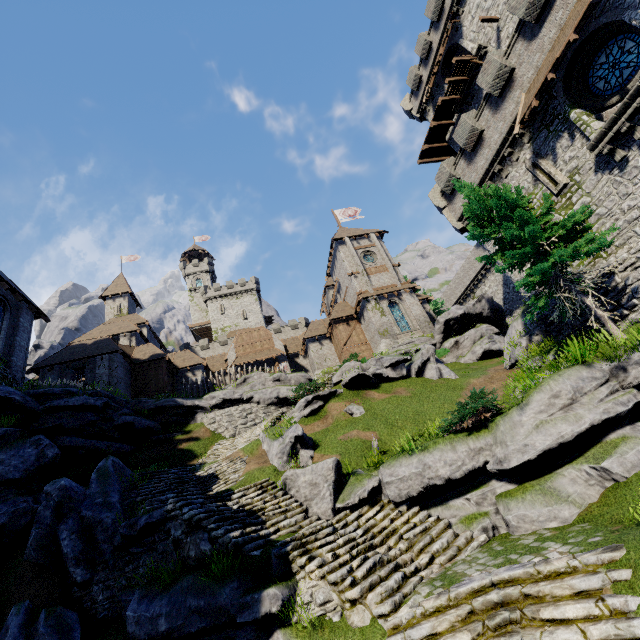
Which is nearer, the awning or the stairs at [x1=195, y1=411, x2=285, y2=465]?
the awning

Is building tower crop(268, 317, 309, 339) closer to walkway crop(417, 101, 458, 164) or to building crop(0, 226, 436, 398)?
building crop(0, 226, 436, 398)

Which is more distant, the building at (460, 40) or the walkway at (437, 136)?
the walkway at (437, 136)

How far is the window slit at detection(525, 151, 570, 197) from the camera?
15.4 meters

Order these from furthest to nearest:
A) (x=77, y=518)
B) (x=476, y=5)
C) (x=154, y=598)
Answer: (x=476, y=5), (x=77, y=518), (x=154, y=598)

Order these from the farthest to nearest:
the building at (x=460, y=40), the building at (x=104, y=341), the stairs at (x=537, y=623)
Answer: the building at (x=104, y=341)
the building at (x=460, y=40)
the stairs at (x=537, y=623)

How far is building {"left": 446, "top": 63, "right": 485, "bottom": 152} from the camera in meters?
24.8

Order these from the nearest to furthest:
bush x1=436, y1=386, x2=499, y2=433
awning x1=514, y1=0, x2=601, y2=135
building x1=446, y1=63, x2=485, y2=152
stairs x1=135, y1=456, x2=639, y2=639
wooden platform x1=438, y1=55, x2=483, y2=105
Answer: stairs x1=135, y1=456, x2=639, y2=639
bush x1=436, y1=386, x2=499, y2=433
awning x1=514, y1=0, x2=601, y2=135
wooden platform x1=438, y1=55, x2=483, y2=105
building x1=446, y1=63, x2=485, y2=152
